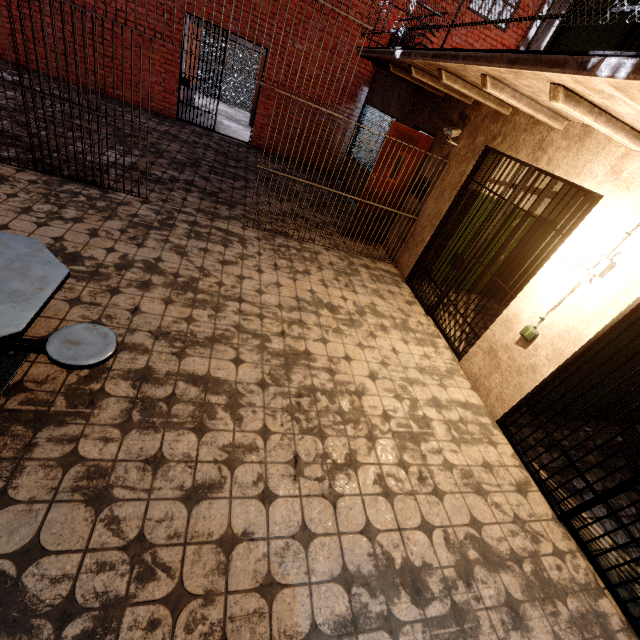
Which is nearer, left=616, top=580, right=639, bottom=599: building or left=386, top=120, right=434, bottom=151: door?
left=616, top=580, right=639, bottom=599: building

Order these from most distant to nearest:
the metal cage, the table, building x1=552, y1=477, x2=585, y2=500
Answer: the metal cage < building x1=552, y1=477, x2=585, y2=500 < the table

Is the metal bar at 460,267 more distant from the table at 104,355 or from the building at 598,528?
the table at 104,355

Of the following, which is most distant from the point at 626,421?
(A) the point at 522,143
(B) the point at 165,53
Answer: (B) the point at 165,53

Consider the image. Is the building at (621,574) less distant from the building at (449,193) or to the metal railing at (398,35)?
the building at (449,193)

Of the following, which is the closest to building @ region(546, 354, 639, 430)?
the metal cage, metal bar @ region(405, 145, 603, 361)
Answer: metal bar @ region(405, 145, 603, 361)

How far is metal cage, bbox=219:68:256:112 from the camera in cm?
1354

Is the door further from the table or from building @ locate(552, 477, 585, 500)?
the table
